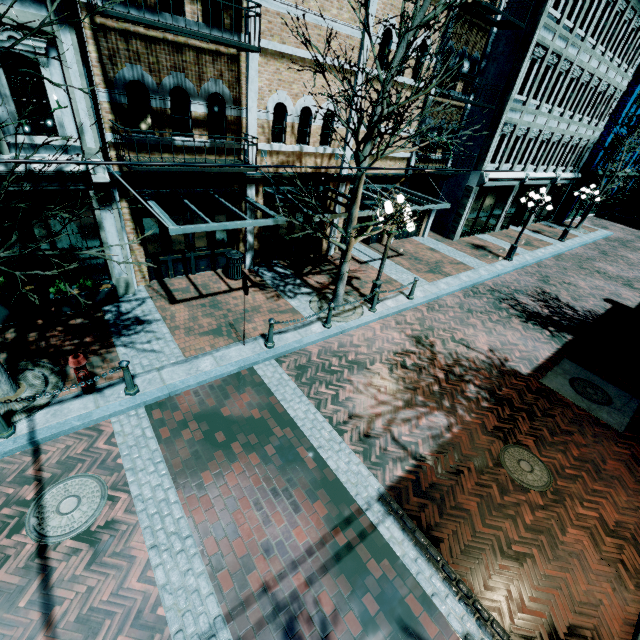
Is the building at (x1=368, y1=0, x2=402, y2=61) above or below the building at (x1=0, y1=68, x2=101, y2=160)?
above

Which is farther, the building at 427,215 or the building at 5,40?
the building at 427,215

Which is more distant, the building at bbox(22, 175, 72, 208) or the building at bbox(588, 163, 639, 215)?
the building at bbox(588, 163, 639, 215)

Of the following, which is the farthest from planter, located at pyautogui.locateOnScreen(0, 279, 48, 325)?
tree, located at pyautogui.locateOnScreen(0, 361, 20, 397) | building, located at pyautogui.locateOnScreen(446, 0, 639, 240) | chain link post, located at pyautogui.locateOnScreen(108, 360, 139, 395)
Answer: building, located at pyautogui.locateOnScreen(446, 0, 639, 240)

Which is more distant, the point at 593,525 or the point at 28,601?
the point at 593,525

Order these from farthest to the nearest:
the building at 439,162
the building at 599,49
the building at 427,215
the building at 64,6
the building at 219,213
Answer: the building at 427,215
the building at 599,49
the building at 439,162
the building at 219,213
the building at 64,6

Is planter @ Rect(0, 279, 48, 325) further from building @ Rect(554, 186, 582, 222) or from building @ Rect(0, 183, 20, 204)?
building @ Rect(554, 186, 582, 222)
